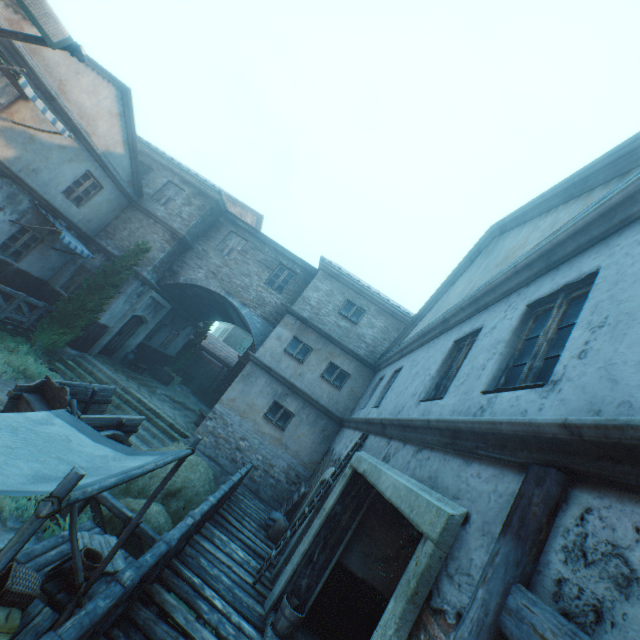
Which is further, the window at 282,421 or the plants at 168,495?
the window at 282,421

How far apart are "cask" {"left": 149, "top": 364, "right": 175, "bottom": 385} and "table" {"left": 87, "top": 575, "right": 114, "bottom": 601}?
13.7 meters

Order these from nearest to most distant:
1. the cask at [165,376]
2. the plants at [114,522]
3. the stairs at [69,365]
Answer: the plants at [114,522] < the stairs at [69,365] < the cask at [165,376]

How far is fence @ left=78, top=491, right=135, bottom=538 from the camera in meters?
5.7

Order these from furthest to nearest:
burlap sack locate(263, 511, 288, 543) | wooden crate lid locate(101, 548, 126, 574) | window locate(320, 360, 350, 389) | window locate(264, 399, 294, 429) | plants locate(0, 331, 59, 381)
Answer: A:
window locate(320, 360, 350, 389)
window locate(264, 399, 294, 429)
plants locate(0, 331, 59, 381)
burlap sack locate(263, 511, 288, 543)
wooden crate lid locate(101, 548, 126, 574)

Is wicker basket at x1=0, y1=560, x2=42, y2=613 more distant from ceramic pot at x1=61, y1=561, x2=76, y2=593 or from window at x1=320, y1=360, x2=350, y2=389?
window at x1=320, y1=360, x2=350, y2=389

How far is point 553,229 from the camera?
4.7m

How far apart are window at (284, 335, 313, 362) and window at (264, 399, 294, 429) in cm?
172
